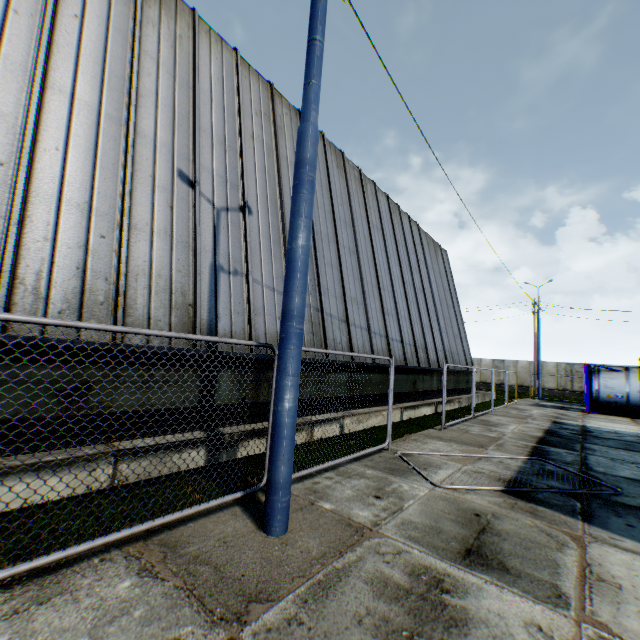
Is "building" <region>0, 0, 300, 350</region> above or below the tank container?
above

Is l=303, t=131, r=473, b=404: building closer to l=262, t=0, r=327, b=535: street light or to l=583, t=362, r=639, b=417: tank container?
l=262, t=0, r=327, b=535: street light

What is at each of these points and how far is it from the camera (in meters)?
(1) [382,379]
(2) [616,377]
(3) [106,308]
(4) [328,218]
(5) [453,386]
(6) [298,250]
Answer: (1) building, 12.48
(2) tank container, 18.61
(3) building, 5.39
(4) building, 12.09
(5) building, 19.38
(6) street light, 4.02

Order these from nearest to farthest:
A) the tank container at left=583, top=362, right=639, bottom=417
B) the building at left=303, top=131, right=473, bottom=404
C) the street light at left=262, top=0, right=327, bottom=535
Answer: the street light at left=262, top=0, right=327, bottom=535
the building at left=303, top=131, right=473, bottom=404
the tank container at left=583, top=362, right=639, bottom=417

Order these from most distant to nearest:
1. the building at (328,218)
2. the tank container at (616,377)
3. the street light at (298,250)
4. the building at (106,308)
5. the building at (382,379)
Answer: the tank container at (616,377)
the building at (328,218)
the building at (382,379)
the building at (106,308)
the street light at (298,250)

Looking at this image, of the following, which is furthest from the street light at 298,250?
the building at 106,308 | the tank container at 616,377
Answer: the tank container at 616,377

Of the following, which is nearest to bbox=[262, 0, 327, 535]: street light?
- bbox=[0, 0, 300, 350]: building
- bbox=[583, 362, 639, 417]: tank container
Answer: bbox=[0, 0, 300, 350]: building

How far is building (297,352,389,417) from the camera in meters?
9.0 m
